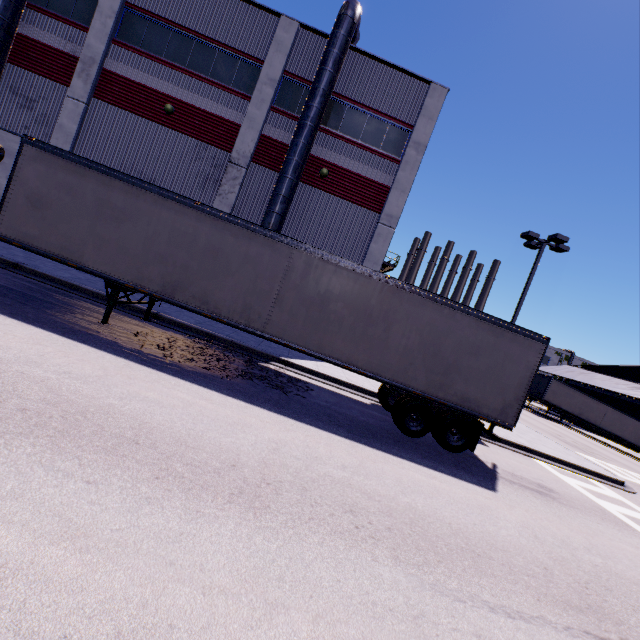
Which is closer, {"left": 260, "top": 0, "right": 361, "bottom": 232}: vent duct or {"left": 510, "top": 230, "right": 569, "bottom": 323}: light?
{"left": 260, "top": 0, "right": 361, "bottom": 232}: vent duct

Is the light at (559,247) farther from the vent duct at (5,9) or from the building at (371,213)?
the vent duct at (5,9)

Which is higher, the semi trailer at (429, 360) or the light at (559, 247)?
the light at (559, 247)

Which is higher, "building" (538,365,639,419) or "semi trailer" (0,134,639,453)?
"building" (538,365,639,419)

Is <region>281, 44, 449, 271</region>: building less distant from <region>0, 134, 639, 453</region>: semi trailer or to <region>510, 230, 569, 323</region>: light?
<region>0, 134, 639, 453</region>: semi trailer

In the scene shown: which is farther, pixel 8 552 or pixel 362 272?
pixel 362 272

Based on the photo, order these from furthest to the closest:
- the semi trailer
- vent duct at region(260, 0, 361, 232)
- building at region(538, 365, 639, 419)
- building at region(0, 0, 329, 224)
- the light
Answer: building at region(538, 365, 639, 419) → the light → building at region(0, 0, 329, 224) → vent duct at region(260, 0, 361, 232) → the semi trailer

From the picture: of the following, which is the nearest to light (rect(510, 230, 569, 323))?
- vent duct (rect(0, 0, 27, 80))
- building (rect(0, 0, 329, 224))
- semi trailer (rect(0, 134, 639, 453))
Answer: semi trailer (rect(0, 134, 639, 453))
